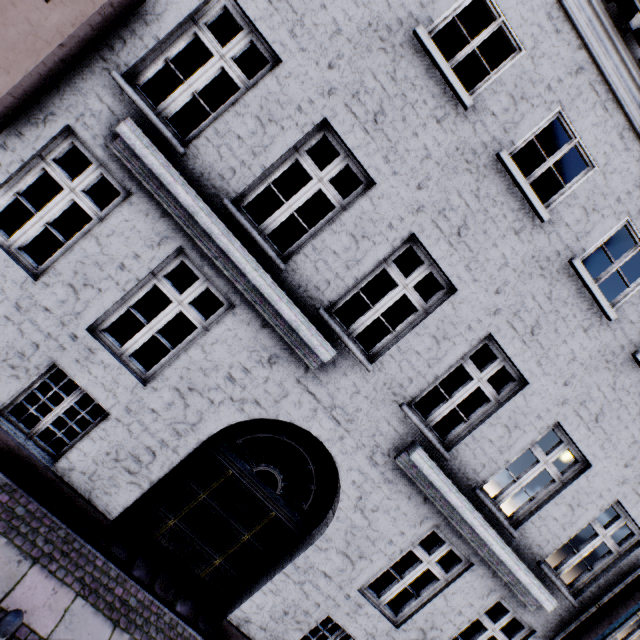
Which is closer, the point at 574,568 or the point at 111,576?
the point at 111,576

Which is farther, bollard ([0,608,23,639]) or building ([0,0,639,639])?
building ([0,0,639,639])

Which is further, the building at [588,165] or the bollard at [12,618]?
the building at [588,165]
